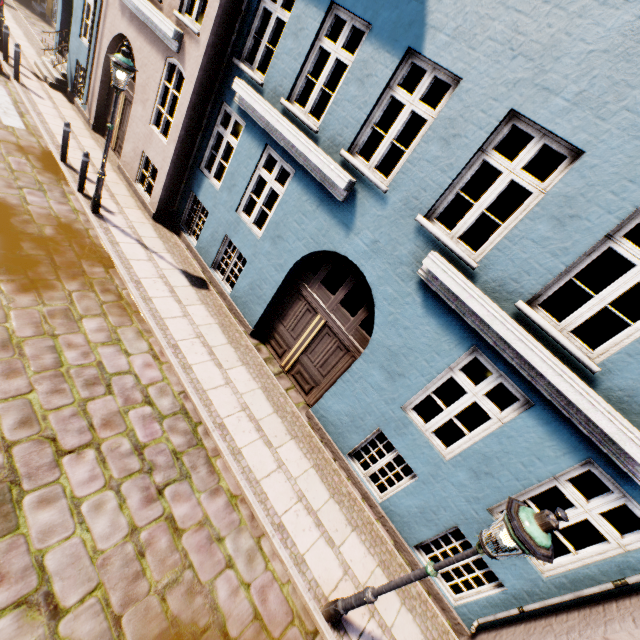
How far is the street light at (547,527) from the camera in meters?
2.8 m

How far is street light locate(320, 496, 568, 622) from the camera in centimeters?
282cm

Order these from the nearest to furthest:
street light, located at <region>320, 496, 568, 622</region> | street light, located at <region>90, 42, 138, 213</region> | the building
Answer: street light, located at <region>320, 496, 568, 622</region> → the building → street light, located at <region>90, 42, 138, 213</region>

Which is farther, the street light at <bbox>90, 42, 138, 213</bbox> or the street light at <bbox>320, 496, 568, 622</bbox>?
the street light at <bbox>90, 42, 138, 213</bbox>

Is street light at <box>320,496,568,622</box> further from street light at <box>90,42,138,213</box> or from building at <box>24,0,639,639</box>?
street light at <box>90,42,138,213</box>

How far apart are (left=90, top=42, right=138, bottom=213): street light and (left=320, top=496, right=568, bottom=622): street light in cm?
974

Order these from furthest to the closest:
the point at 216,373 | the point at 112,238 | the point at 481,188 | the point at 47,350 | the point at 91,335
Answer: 1. the point at 481,188
2. the point at 112,238
3. the point at 216,373
4. the point at 91,335
5. the point at 47,350

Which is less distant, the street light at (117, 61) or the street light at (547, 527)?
the street light at (547, 527)
